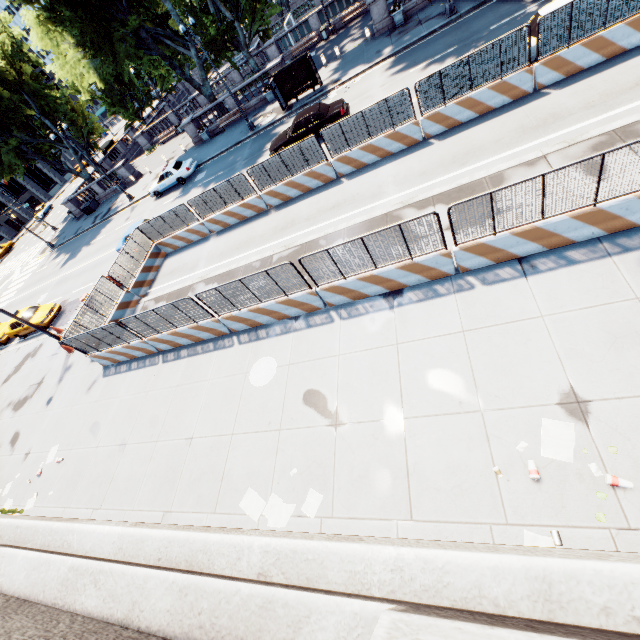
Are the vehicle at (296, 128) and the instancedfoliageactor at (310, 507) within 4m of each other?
no

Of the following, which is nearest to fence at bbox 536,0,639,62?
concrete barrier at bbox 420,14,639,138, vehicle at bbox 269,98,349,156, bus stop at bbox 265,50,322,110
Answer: concrete barrier at bbox 420,14,639,138

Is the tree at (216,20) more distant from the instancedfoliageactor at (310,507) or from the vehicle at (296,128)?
the instancedfoliageactor at (310,507)

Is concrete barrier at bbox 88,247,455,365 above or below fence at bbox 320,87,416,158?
below

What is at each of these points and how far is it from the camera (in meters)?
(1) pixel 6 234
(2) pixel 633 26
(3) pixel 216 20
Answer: (1) building, 58.78
(2) concrete barrier, 10.45
(3) tree, 27.72

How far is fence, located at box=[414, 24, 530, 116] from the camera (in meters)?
11.09

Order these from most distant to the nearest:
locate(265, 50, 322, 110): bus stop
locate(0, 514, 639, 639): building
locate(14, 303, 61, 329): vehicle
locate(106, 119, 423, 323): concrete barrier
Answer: locate(265, 50, 322, 110): bus stop → locate(14, 303, 61, 329): vehicle → locate(106, 119, 423, 323): concrete barrier → locate(0, 514, 639, 639): building

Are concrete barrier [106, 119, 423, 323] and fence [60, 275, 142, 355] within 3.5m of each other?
yes
